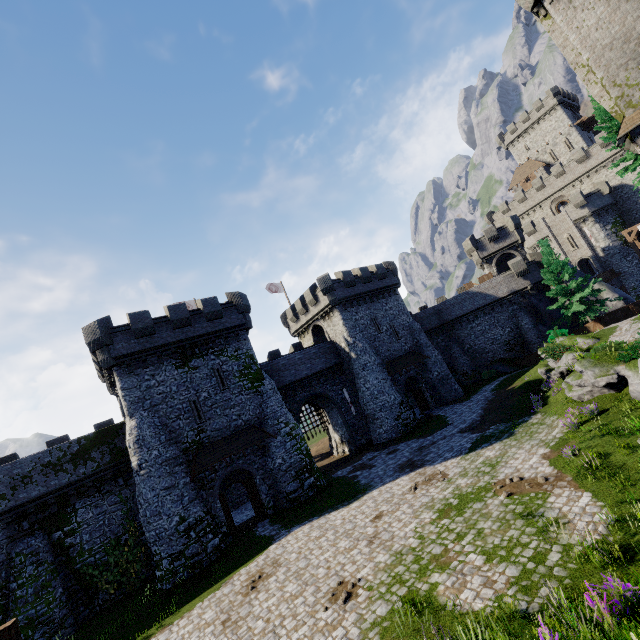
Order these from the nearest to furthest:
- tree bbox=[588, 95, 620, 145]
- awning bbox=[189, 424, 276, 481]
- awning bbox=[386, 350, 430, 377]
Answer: awning bbox=[189, 424, 276, 481] < tree bbox=[588, 95, 620, 145] < awning bbox=[386, 350, 430, 377]

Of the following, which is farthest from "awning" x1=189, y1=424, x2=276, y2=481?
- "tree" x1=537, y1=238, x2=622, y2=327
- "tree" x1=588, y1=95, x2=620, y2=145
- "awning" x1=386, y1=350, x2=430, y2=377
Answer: "tree" x1=588, y1=95, x2=620, y2=145

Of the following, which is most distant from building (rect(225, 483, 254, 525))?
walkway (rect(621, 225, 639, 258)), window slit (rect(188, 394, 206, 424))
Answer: walkway (rect(621, 225, 639, 258))

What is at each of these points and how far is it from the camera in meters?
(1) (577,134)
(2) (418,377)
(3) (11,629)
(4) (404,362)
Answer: (1) building, 56.6 m
(2) building, 34.7 m
(3) walkway, 6.2 m
(4) awning, 33.7 m

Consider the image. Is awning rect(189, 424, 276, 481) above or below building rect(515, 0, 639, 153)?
below

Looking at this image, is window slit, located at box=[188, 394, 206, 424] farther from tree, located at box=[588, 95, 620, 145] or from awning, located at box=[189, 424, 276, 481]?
tree, located at box=[588, 95, 620, 145]

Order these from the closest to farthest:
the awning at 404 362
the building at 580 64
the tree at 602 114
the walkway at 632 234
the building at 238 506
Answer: the building at 580 64
the building at 238 506
the tree at 602 114
the awning at 404 362
the walkway at 632 234

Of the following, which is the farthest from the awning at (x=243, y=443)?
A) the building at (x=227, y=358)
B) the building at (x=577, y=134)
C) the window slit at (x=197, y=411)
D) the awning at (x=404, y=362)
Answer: the building at (x=577, y=134)
